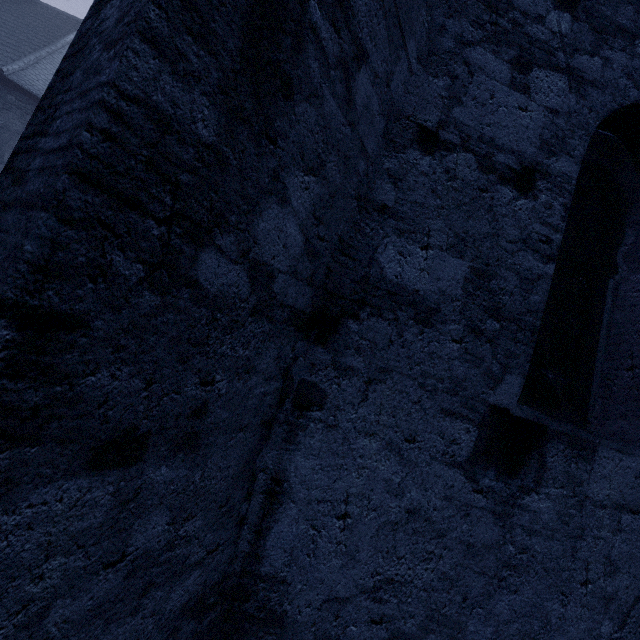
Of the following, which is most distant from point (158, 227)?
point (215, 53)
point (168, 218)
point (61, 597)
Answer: point (61, 597)
